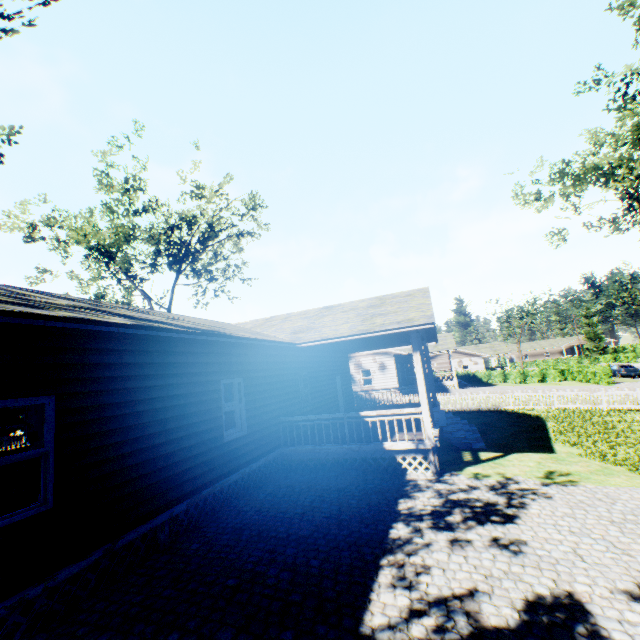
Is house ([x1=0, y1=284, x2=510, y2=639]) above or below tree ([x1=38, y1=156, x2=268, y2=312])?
below

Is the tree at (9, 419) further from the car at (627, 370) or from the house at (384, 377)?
the car at (627, 370)

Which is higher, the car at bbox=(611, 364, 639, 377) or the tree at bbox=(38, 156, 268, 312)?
the tree at bbox=(38, 156, 268, 312)

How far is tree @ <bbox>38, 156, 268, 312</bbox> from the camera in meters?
24.0

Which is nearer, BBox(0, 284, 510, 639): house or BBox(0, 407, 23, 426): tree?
BBox(0, 284, 510, 639): house

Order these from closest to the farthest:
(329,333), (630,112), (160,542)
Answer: (160,542) < (329,333) < (630,112)

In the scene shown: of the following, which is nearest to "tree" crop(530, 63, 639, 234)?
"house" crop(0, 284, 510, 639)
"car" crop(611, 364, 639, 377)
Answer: "house" crop(0, 284, 510, 639)

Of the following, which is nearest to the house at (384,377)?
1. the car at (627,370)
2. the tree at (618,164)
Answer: the tree at (618,164)
